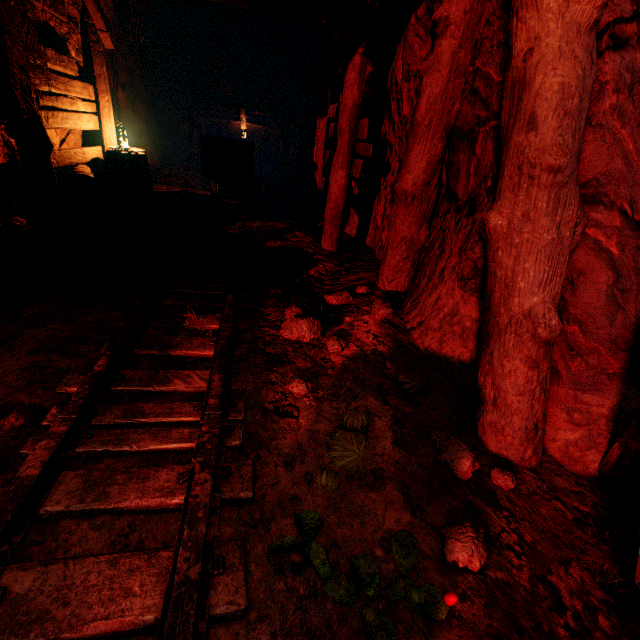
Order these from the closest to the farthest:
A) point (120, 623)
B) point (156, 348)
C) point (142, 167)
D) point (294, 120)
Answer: point (120, 623) → point (156, 348) → point (142, 167) → point (294, 120)

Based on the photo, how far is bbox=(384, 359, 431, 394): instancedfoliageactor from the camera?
2.2 meters

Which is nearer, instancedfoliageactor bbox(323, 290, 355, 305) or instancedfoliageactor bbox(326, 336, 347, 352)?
instancedfoliageactor bbox(326, 336, 347, 352)

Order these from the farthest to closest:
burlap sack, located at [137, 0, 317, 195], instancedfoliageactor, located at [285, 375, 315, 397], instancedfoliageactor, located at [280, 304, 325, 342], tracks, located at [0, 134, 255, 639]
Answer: burlap sack, located at [137, 0, 317, 195] → instancedfoliageactor, located at [280, 304, 325, 342] → instancedfoliageactor, located at [285, 375, 315, 397] → tracks, located at [0, 134, 255, 639]

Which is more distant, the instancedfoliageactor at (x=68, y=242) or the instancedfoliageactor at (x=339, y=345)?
the instancedfoliageactor at (x=68, y=242)

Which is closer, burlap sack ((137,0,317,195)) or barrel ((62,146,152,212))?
barrel ((62,146,152,212))

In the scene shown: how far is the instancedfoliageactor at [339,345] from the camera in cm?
258

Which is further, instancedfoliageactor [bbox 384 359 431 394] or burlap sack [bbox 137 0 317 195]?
burlap sack [bbox 137 0 317 195]
